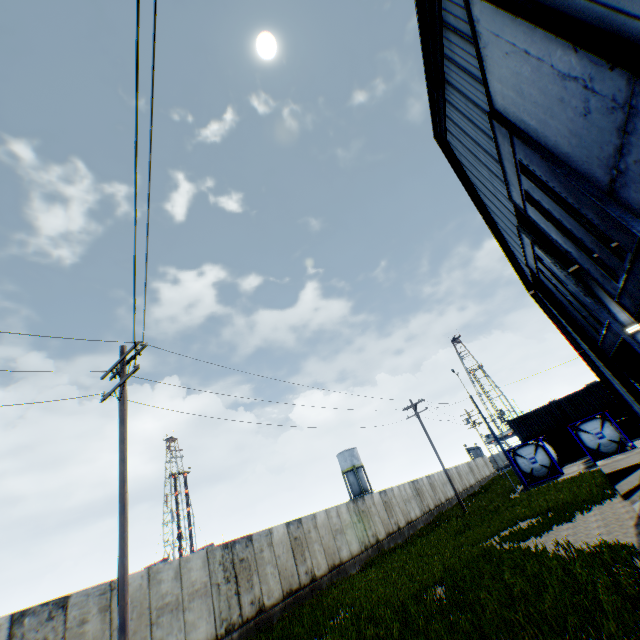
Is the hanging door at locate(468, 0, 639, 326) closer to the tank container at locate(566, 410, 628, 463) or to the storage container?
the tank container at locate(566, 410, 628, 463)

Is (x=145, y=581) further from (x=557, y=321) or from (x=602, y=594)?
(x=557, y=321)

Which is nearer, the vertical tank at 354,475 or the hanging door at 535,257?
the hanging door at 535,257

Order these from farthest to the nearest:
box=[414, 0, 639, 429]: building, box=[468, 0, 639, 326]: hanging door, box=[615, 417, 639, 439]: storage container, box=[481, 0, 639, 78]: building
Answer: box=[615, 417, 639, 439]: storage container
box=[414, 0, 639, 429]: building
box=[468, 0, 639, 326]: hanging door
box=[481, 0, 639, 78]: building

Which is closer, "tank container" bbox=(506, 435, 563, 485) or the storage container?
"tank container" bbox=(506, 435, 563, 485)

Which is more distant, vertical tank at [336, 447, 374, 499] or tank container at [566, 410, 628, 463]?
vertical tank at [336, 447, 374, 499]

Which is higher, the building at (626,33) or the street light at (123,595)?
the building at (626,33)

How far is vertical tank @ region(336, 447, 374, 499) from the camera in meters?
55.6
